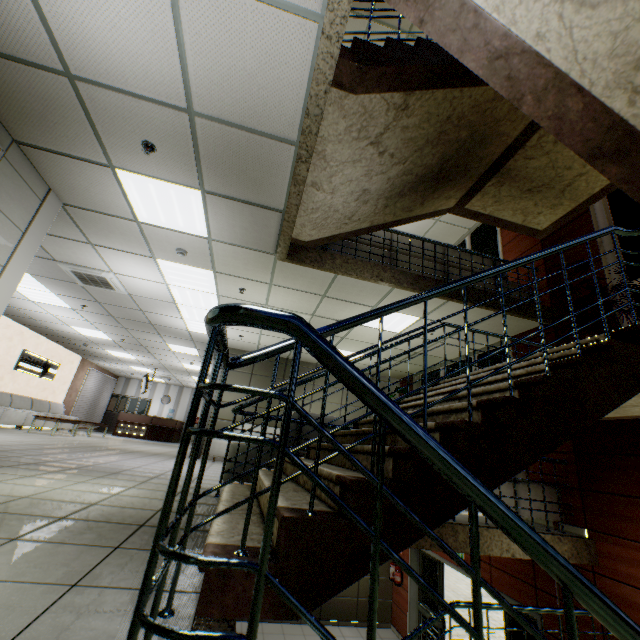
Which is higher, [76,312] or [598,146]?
[76,312]

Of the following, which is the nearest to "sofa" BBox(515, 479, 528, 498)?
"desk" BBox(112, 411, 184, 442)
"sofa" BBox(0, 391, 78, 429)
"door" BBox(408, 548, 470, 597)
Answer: "door" BBox(408, 548, 470, 597)

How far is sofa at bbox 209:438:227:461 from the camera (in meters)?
8.45

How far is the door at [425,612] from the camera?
7.6 meters

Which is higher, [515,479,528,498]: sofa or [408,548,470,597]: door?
[515,479,528,498]: sofa

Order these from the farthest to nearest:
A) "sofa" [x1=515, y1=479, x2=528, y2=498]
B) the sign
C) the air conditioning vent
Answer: the sign
the air conditioning vent
"sofa" [x1=515, y1=479, x2=528, y2=498]

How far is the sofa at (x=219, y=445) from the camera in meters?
8.4 m

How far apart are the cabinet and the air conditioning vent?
14.6 meters
